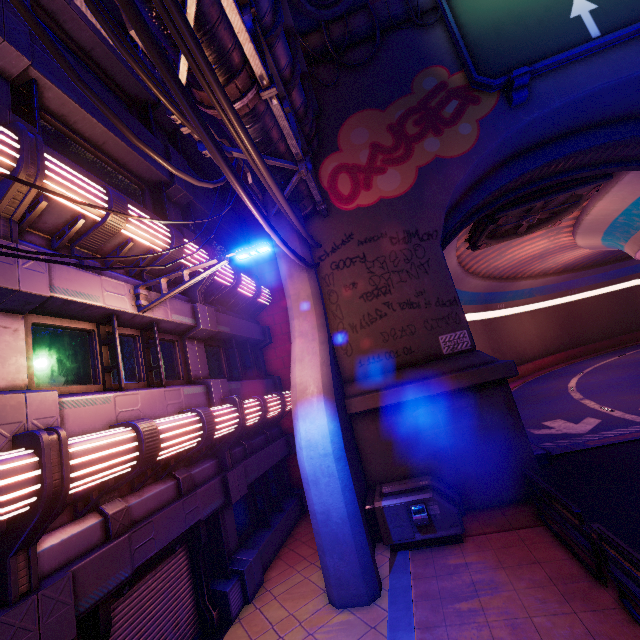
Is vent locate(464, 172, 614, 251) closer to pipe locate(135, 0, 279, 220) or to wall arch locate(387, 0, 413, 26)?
wall arch locate(387, 0, 413, 26)

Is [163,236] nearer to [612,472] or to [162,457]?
[162,457]

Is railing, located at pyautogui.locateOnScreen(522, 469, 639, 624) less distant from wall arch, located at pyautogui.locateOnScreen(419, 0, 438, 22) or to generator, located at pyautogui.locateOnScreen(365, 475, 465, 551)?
wall arch, located at pyautogui.locateOnScreen(419, 0, 438, 22)

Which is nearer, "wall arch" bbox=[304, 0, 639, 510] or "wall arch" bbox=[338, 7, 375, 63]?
"wall arch" bbox=[304, 0, 639, 510]

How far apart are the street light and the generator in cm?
700

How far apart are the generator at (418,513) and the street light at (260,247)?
7.0m

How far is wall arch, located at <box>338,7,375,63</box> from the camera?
12.9 meters

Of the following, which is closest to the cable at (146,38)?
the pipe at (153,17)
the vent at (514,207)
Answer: the pipe at (153,17)
